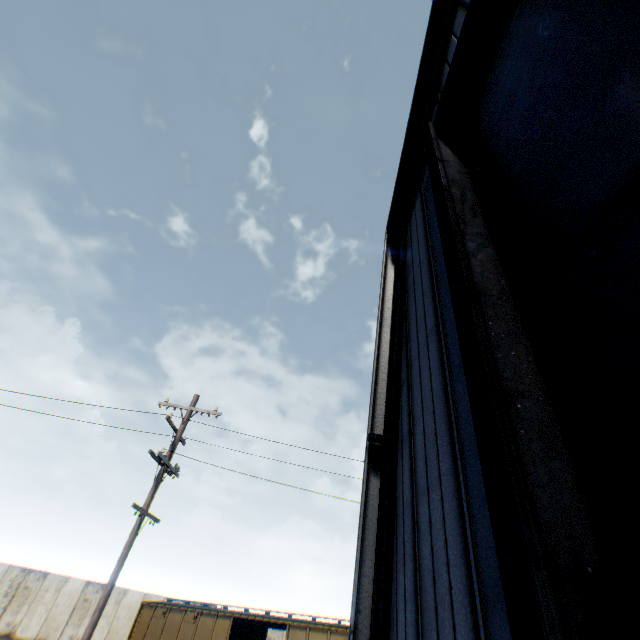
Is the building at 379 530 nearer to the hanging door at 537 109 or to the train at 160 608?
the hanging door at 537 109

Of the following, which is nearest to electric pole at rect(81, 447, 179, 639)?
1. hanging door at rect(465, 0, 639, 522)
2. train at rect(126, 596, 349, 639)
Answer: train at rect(126, 596, 349, 639)

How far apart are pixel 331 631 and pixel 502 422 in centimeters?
1491cm

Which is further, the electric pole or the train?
the train

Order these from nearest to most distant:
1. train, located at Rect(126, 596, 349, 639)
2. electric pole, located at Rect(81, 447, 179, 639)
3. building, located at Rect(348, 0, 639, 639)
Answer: building, located at Rect(348, 0, 639, 639), electric pole, located at Rect(81, 447, 179, 639), train, located at Rect(126, 596, 349, 639)

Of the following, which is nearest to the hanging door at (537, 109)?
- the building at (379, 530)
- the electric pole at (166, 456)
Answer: the building at (379, 530)

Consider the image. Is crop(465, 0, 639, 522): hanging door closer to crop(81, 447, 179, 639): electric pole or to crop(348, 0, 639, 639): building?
crop(348, 0, 639, 639): building
